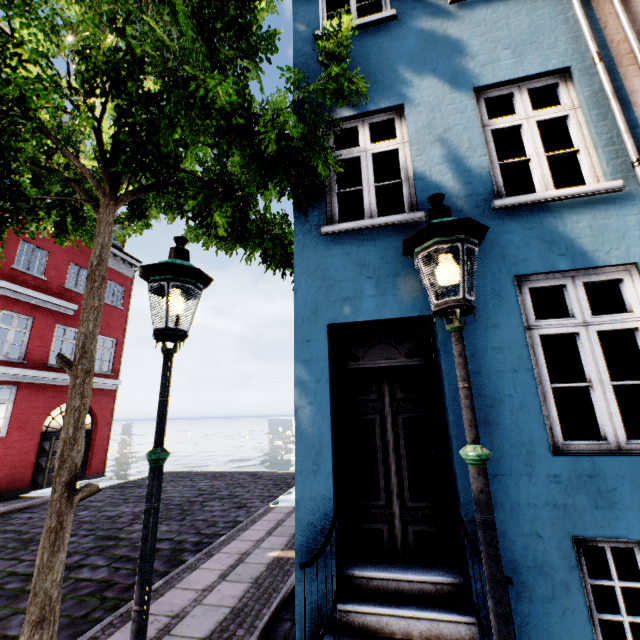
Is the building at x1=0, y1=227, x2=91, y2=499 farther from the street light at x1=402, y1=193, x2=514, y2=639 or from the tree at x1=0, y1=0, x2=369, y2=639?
the street light at x1=402, y1=193, x2=514, y2=639

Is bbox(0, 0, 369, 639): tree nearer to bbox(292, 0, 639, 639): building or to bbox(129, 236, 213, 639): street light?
bbox(292, 0, 639, 639): building

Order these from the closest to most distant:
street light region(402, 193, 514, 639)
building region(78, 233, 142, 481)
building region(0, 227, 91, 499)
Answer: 1. street light region(402, 193, 514, 639)
2. building region(0, 227, 91, 499)
3. building region(78, 233, 142, 481)

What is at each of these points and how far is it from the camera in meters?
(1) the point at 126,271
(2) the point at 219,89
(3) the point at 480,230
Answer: (1) building, 17.3 m
(2) tree, 2.4 m
(3) street light, 2.0 m

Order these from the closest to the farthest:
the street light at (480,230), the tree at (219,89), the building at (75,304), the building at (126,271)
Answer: the street light at (480,230) → the tree at (219,89) → the building at (75,304) → the building at (126,271)

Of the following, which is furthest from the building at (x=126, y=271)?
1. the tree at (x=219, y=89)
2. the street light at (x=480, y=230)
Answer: the street light at (x=480, y=230)

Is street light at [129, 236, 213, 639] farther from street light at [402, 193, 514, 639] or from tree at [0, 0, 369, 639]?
street light at [402, 193, 514, 639]
